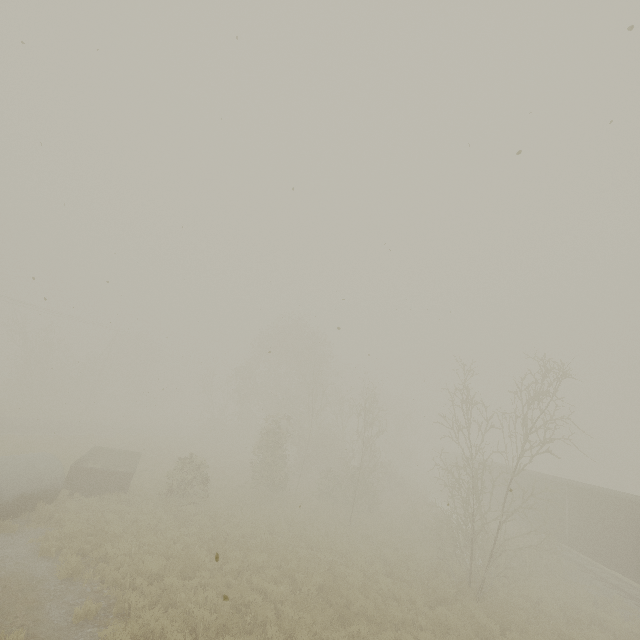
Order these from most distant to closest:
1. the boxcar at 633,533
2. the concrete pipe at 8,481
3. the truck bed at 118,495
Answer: the boxcar at 633,533 < the truck bed at 118,495 < the concrete pipe at 8,481

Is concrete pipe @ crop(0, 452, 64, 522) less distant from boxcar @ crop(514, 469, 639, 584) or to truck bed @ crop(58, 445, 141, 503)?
truck bed @ crop(58, 445, 141, 503)

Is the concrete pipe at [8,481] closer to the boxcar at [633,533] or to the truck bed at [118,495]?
the truck bed at [118,495]

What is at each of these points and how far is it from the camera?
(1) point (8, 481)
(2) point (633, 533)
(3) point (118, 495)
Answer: (1) concrete pipe, 11.70m
(2) boxcar, 16.05m
(3) truck bed, 15.39m

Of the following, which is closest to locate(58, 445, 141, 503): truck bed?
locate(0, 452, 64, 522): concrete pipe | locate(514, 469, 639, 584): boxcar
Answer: locate(0, 452, 64, 522): concrete pipe

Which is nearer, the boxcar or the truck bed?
the truck bed

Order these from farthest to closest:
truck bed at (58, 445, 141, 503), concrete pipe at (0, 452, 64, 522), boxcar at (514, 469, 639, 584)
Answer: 1. boxcar at (514, 469, 639, 584)
2. truck bed at (58, 445, 141, 503)
3. concrete pipe at (0, 452, 64, 522)
